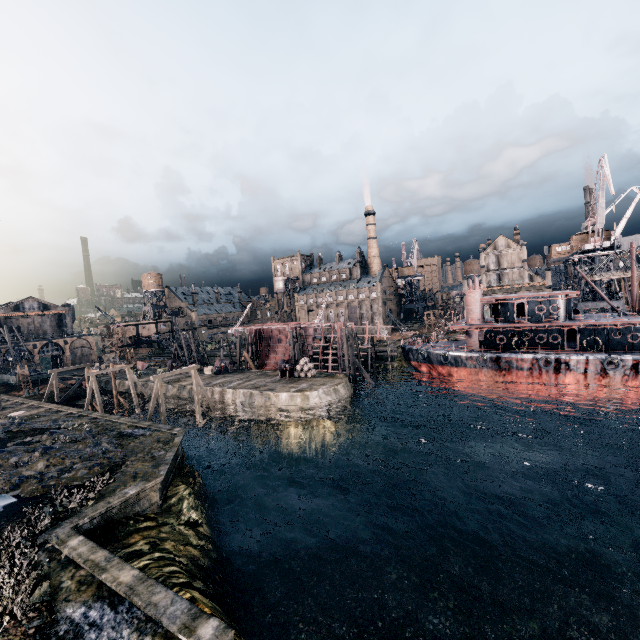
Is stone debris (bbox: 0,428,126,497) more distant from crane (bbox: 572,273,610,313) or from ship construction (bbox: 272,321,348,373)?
crane (bbox: 572,273,610,313)

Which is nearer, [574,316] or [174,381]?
[574,316]

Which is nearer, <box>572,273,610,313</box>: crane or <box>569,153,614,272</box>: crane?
<box>569,153,614,272</box>: crane

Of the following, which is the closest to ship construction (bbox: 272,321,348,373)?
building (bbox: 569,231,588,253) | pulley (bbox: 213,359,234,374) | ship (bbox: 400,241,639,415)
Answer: ship (bbox: 400,241,639,415)

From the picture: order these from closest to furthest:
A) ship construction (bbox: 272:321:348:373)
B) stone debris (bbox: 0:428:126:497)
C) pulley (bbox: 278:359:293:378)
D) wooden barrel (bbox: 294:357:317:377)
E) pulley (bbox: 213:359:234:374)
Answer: stone debris (bbox: 0:428:126:497), wooden barrel (bbox: 294:357:317:377), pulley (bbox: 278:359:293:378), ship construction (bbox: 272:321:348:373), pulley (bbox: 213:359:234:374)

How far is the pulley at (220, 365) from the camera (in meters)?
→ 53.06

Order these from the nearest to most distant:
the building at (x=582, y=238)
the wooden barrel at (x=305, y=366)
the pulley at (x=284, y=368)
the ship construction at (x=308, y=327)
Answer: the wooden barrel at (x=305, y=366), the pulley at (x=284, y=368), the ship construction at (x=308, y=327), the building at (x=582, y=238)

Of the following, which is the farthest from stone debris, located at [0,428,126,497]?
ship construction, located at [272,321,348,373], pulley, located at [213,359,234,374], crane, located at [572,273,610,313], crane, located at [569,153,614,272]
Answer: Answer: crane, located at [572,273,610,313]
